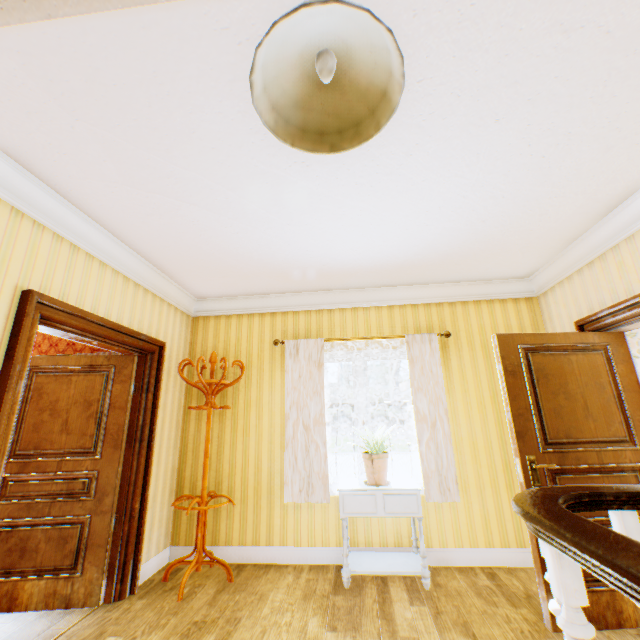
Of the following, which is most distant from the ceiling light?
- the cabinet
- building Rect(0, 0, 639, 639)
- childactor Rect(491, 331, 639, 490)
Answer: the cabinet

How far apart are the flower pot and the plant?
0.02m

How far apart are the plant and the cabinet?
0.3 meters

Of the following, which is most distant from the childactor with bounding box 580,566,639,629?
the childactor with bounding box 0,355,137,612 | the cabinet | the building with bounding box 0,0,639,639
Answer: the childactor with bounding box 0,355,137,612

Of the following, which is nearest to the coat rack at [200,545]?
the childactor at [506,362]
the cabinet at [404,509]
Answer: the cabinet at [404,509]

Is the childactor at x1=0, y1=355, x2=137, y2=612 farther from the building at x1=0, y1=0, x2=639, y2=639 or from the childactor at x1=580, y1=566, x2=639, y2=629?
the childactor at x1=580, y1=566, x2=639, y2=629

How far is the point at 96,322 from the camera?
2.78m

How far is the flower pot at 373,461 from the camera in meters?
3.2
